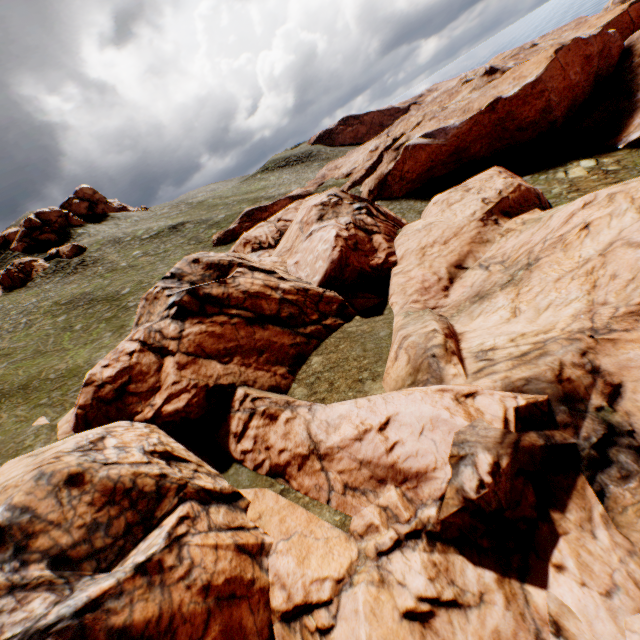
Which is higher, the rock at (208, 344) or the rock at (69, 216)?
the rock at (69, 216)

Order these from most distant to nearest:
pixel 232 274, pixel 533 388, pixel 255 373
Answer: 1. pixel 232 274
2. pixel 255 373
3. pixel 533 388

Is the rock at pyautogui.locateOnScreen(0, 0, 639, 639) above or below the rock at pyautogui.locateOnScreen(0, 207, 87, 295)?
below

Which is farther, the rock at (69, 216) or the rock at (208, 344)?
the rock at (69, 216)

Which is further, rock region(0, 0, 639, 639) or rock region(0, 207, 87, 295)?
rock region(0, 207, 87, 295)
